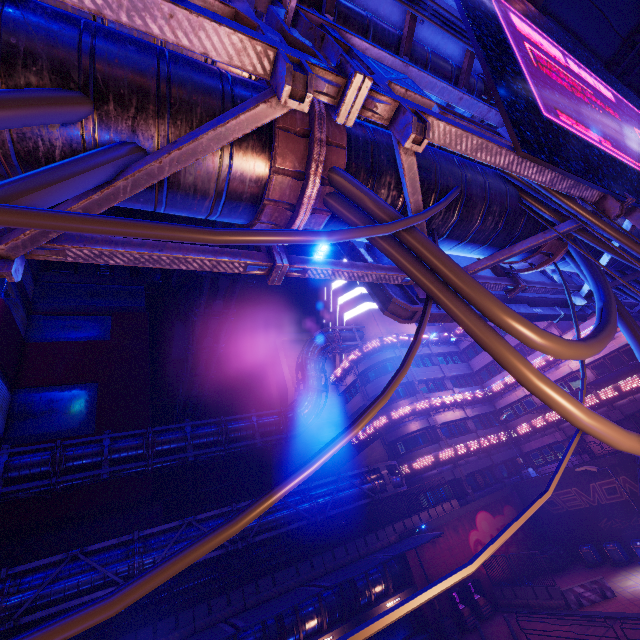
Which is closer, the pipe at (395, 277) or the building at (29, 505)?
the pipe at (395, 277)

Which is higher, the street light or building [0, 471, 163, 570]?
building [0, 471, 163, 570]

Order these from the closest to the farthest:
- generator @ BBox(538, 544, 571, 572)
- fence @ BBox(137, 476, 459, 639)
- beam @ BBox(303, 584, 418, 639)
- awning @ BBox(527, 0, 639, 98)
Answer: awning @ BBox(527, 0, 639, 98) < fence @ BBox(137, 476, 459, 639) < beam @ BBox(303, 584, 418, 639) < generator @ BBox(538, 544, 571, 572)

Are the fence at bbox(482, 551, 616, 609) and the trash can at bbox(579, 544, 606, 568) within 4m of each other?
no

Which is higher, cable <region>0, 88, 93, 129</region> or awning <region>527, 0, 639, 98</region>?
awning <region>527, 0, 639, 98</region>

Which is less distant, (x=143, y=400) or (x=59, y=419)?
(x=59, y=419)

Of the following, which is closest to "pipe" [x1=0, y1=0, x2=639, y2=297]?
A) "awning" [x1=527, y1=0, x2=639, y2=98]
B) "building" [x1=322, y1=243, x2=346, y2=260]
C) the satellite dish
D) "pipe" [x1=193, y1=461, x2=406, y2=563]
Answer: "awning" [x1=527, y1=0, x2=639, y2=98]

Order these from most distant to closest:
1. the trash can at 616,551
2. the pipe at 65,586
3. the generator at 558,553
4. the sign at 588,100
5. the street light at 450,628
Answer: the generator at 558,553 < the trash can at 616,551 < the street light at 450,628 < the pipe at 65,586 < the sign at 588,100
